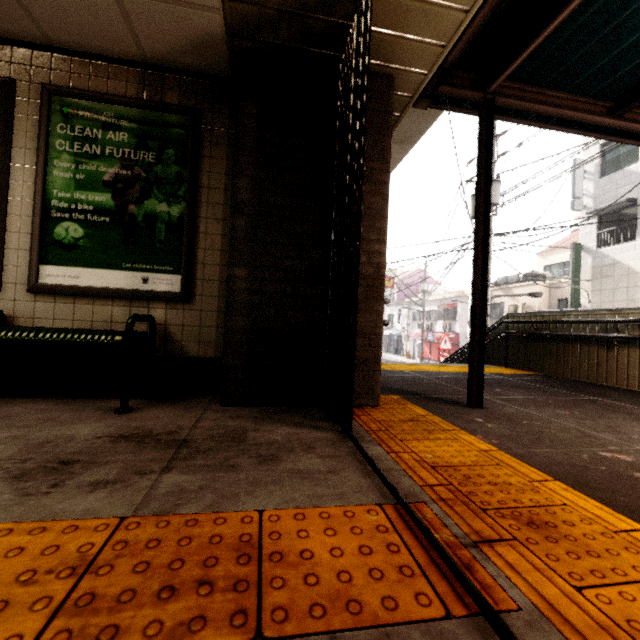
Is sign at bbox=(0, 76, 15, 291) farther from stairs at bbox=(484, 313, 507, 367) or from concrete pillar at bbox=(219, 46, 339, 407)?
stairs at bbox=(484, 313, 507, 367)

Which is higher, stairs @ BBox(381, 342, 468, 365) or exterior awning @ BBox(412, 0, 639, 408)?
exterior awning @ BBox(412, 0, 639, 408)

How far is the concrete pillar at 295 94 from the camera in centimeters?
264cm

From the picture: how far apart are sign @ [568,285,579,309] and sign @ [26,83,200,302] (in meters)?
16.32

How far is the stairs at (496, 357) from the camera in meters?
7.1 m

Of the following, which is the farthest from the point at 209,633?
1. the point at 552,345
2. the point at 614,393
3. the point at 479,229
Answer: the point at 552,345

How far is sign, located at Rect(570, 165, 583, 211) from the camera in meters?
14.0
